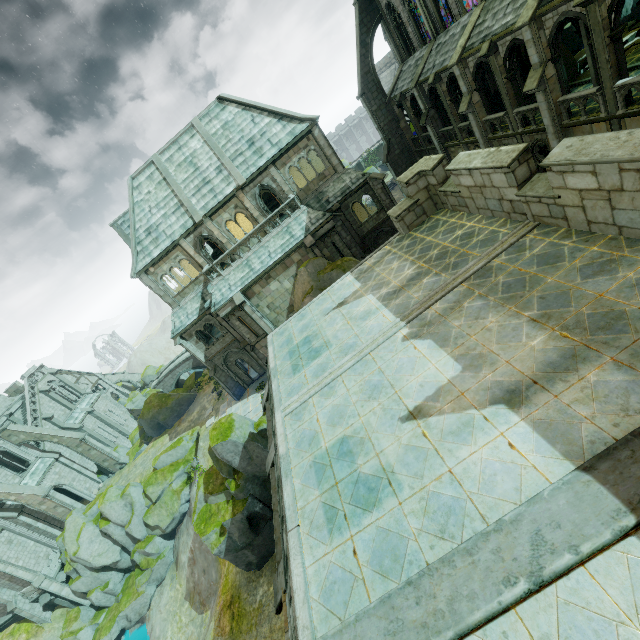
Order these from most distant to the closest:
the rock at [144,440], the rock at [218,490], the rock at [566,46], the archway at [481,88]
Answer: the rock at [144,440], the rock at [566,46], the archway at [481,88], the rock at [218,490]

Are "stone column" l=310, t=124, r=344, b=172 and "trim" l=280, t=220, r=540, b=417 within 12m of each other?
no

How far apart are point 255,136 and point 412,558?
27.8 meters

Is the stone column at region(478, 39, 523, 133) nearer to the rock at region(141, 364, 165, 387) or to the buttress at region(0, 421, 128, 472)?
the buttress at region(0, 421, 128, 472)

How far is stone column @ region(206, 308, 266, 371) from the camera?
26.8m

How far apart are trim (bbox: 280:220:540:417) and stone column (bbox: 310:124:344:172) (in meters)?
20.10

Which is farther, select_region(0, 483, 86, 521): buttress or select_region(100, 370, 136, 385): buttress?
select_region(100, 370, 136, 385): buttress

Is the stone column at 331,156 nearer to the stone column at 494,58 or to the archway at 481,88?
the archway at 481,88
